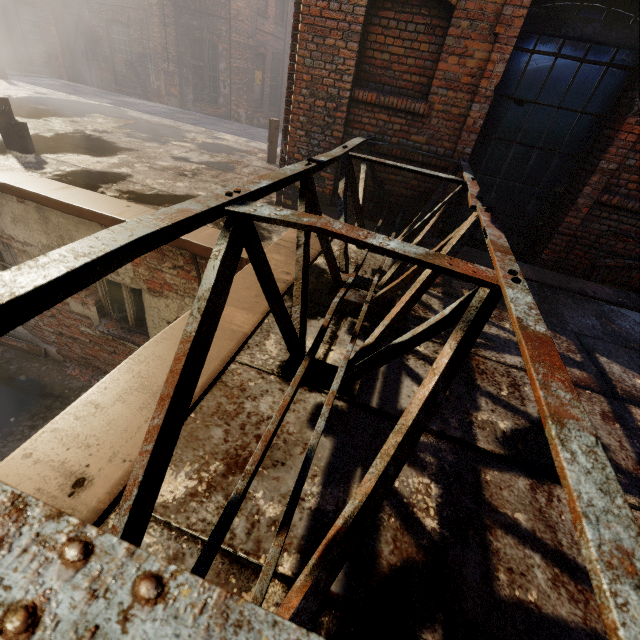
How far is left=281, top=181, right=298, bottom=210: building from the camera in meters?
5.2

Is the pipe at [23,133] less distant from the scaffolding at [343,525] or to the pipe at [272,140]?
the pipe at [272,140]

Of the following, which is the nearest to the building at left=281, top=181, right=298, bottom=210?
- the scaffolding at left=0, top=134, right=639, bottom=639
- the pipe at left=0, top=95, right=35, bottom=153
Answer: the scaffolding at left=0, top=134, right=639, bottom=639

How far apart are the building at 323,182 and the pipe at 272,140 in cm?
306

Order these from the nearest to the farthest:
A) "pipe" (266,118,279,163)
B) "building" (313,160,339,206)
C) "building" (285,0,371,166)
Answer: "building" (285,0,371,166), "building" (313,160,339,206), "pipe" (266,118,279,163)

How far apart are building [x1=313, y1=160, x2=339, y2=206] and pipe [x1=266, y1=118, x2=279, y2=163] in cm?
306

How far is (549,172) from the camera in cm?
464
